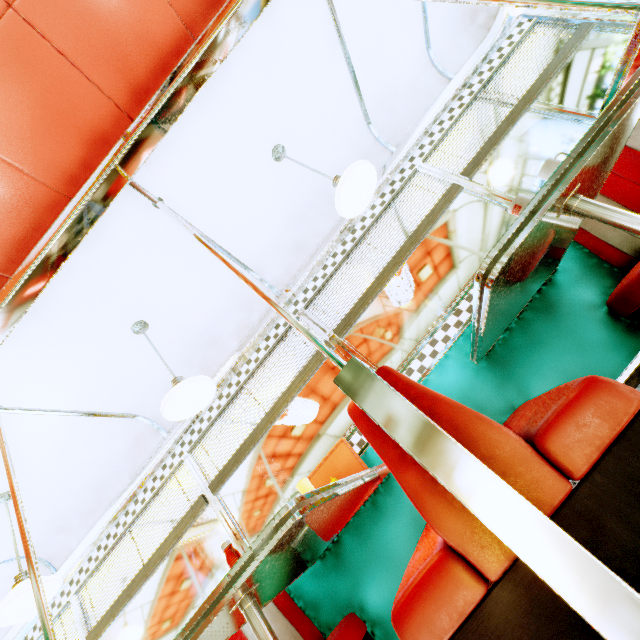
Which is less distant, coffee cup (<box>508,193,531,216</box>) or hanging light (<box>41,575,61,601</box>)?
coffee cup (<box>508,193,531,216</box>)

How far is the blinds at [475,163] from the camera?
3.1 meters

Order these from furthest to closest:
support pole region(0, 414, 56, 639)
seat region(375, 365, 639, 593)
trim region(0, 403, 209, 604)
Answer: trim region(0, 403, 209, 604) → support pole region(0, 414, 56, 639) → seat region(375, 365, 639, 593)

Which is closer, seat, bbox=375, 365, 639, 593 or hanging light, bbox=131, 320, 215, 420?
seat, bbox=375, 365, 639, 593

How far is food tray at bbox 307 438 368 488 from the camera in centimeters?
265cm

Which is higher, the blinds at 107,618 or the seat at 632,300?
the blinds at 107,618

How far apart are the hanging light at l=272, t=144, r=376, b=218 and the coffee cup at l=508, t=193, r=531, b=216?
1.12m

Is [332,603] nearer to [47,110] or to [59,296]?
[59,296]
